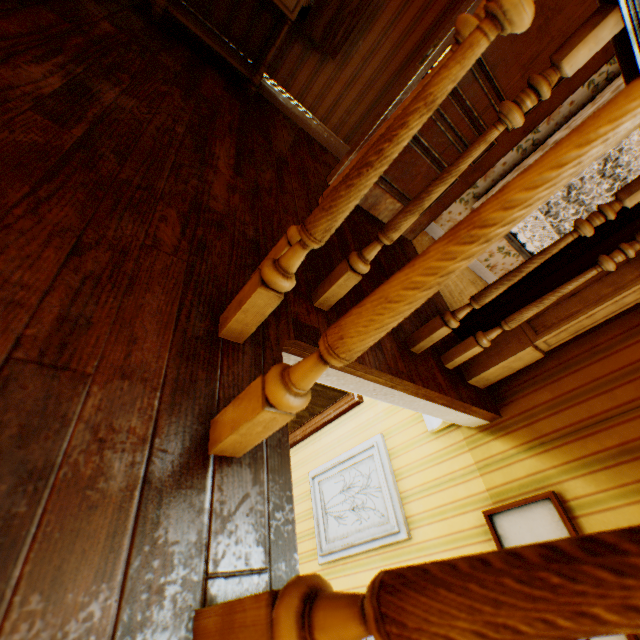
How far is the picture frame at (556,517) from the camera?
1.7 meters

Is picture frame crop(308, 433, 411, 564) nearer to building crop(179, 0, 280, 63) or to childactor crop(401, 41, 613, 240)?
building crop(179, 0, 280, 63)

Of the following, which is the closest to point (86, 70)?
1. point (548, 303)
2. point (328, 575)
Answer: point (548, 303)

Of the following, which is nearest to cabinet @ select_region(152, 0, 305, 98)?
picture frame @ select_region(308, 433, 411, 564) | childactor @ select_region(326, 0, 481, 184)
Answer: childactor @ select_region(326, 0, 481, 184)

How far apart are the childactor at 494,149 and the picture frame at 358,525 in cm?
202

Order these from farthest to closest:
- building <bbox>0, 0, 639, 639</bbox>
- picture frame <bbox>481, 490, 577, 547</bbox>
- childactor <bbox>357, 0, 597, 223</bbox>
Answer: childactor <bbox>357, 0, 597, 223</bbox> < picture frame <bbox>481, 490, 577, 547</bbox> < building <bbox>0, 0, 639, 639</bbox>

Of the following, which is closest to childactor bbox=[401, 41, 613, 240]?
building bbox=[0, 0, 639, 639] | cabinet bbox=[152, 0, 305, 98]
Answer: building bbox=[0, 0, 639, 639]

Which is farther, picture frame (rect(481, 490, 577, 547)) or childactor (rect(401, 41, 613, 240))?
childactor (rect(401, 41, 613, 240))
